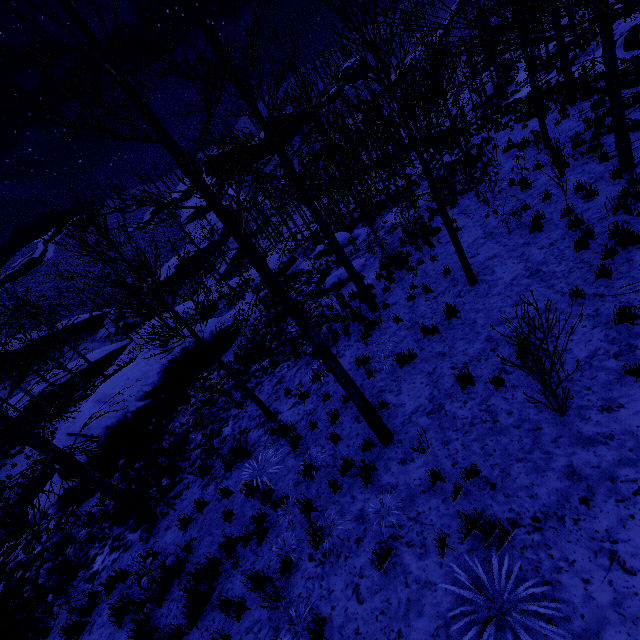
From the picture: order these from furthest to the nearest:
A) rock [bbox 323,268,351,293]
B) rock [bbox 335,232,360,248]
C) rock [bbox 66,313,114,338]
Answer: rock [bbox 66,313,114,338] < rock [bbox 335,232,360,248] < rock [bbox 323,268,351,293]

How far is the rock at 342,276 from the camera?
13.6 meters

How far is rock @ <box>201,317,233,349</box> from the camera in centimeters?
1508cm

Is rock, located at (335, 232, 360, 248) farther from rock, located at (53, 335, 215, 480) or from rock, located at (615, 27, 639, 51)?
rock, located at (615, 27, 639, 51)

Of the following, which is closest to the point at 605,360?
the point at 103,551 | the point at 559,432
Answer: the point at 559,432

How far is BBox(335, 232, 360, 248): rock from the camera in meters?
18.4

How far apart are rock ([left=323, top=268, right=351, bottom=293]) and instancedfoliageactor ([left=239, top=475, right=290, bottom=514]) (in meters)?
6.16

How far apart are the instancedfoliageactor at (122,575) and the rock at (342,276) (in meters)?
6.16
